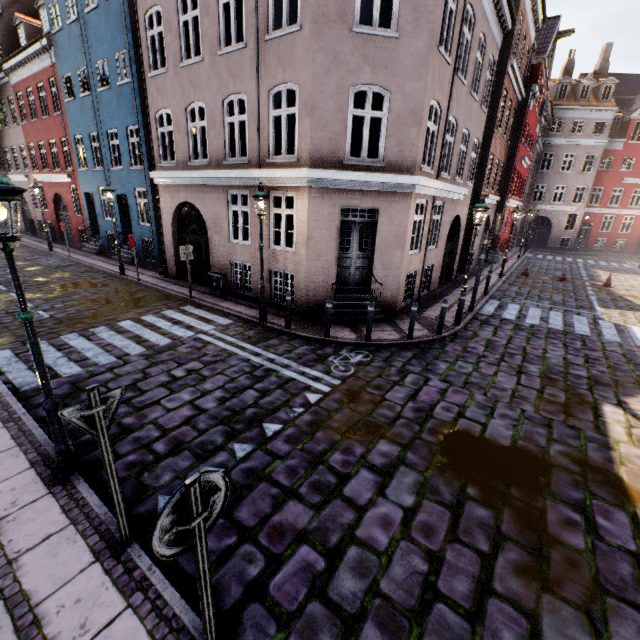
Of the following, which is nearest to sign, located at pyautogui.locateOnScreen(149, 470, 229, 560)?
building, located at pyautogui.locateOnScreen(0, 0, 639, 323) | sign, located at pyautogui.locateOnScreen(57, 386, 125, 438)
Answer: sign, located at pyautogui.locateOnScreen(57, 386, 125, 438)

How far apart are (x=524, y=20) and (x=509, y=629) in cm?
2390

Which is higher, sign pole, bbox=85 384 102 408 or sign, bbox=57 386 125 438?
sign pole, bbox=85 384 102 408

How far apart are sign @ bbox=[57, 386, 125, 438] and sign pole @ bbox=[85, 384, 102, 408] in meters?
0.0

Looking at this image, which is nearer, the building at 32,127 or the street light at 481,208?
the building at 32,127

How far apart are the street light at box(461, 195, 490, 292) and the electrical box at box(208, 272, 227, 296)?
8.4m

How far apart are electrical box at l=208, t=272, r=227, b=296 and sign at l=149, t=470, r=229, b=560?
10.6 meters

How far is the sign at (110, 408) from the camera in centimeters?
270cm
